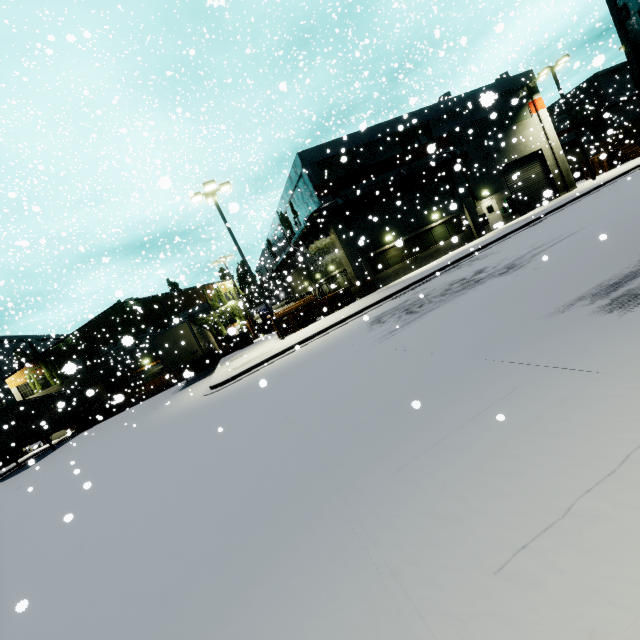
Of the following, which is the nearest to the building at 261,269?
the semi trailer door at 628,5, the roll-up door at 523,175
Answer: the roll-up door at 523,175

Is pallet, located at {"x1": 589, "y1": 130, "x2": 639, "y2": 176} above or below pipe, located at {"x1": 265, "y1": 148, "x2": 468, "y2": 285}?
below

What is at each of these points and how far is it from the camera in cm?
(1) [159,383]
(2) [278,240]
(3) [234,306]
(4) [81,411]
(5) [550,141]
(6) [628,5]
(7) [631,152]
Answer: (1) building, 3534
(2) building, 3841
(3) tree, 3734
(4) semi trailer, 2764
(5) building, 2614
(6) semi trailer door, 425
(7) pallet, 2914

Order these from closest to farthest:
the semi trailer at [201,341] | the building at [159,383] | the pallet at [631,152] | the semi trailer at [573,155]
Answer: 1. the semi trailer at [201,341]
2. the pallet at [631,152]
3. the building at [159,383]
4. the semi trailer at [573,155]

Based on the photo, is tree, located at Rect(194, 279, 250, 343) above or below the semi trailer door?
above

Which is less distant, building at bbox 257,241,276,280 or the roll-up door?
the roll-up door

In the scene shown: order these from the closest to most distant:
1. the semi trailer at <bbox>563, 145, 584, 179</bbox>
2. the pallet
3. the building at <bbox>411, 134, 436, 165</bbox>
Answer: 1. the building at <bbox>411, 134, 436, 165</bbox>
2. the pallet
3. the semi trailer at <bbox>563, 145, 584, 179</bbox>

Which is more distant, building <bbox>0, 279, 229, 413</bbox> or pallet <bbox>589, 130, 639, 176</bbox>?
building <bbox>0, 279, 229, 413</bbox>
